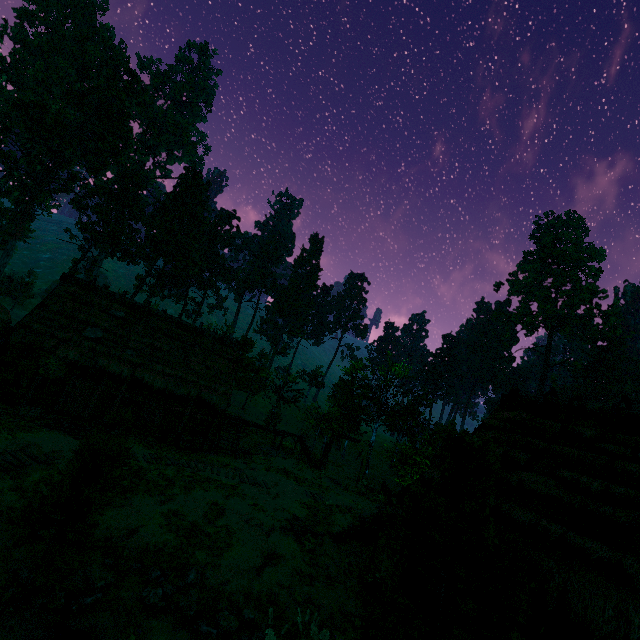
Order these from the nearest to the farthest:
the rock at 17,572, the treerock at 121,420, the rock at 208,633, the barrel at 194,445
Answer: the rock at 17,572
the rock at 208,633
the treerock at 121,420
the barrel at 194,445

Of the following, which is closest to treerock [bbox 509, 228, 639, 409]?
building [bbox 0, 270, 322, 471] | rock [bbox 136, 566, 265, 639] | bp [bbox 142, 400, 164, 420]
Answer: building [bbox 0, 270, 322, 471]

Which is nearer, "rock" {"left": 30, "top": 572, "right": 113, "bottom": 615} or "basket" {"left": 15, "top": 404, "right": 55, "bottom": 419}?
"rock" {"left": 30, "top": 572, "right": 113, "bottom": 615}

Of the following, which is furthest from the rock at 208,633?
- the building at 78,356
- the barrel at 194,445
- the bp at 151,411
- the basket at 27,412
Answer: the bp at 151,411

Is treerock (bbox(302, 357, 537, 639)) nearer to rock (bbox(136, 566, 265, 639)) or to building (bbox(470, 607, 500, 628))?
building (bbox(470, 607, 500, 628))

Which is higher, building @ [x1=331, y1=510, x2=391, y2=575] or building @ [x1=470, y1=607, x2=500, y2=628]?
building @ [x1=470, y1=607, x2=500, y2=628]

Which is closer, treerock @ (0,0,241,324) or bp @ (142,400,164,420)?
bp @ (142,400,164,420)

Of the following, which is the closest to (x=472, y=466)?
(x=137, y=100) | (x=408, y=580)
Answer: (x=408, y=580)
